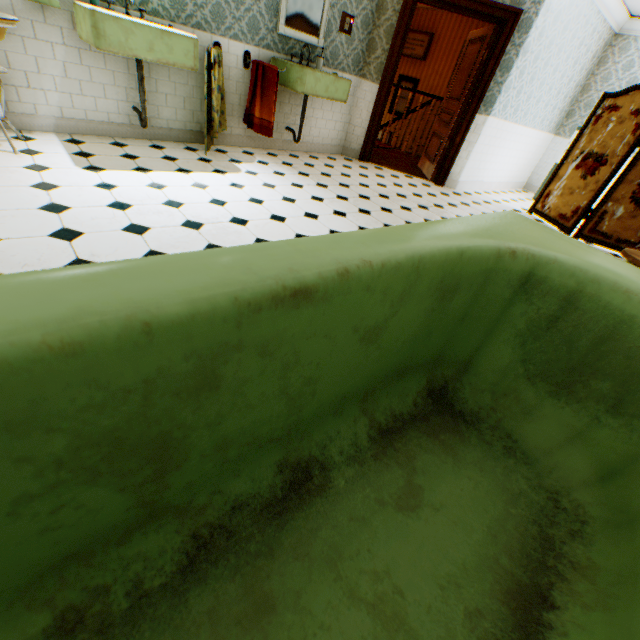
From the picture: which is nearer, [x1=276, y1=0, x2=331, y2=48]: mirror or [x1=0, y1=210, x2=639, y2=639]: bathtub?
[x1=0, y1=210, x2=639, y2=639]: bathtub

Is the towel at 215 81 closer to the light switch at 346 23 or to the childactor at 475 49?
the light switch at 346 23

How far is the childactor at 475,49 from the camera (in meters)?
5.03

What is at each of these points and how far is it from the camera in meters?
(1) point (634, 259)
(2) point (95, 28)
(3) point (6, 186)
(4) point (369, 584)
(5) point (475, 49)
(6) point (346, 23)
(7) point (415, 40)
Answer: (1) toilet, 2.8 m
(2) hand sink, 2.7 m
(3) building, 2.4 m
(4) bathtub, 0.9 m
(5) childactor, 5.2 m
(6) light switch, 4.7 m
(7) picture frame, 8.9 m

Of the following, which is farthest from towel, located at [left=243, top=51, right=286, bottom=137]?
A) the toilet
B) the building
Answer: the toilet

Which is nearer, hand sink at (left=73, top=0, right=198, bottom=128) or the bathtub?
the bathtub

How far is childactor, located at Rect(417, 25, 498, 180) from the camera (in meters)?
5.03

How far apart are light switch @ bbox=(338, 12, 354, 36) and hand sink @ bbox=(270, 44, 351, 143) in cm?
64
